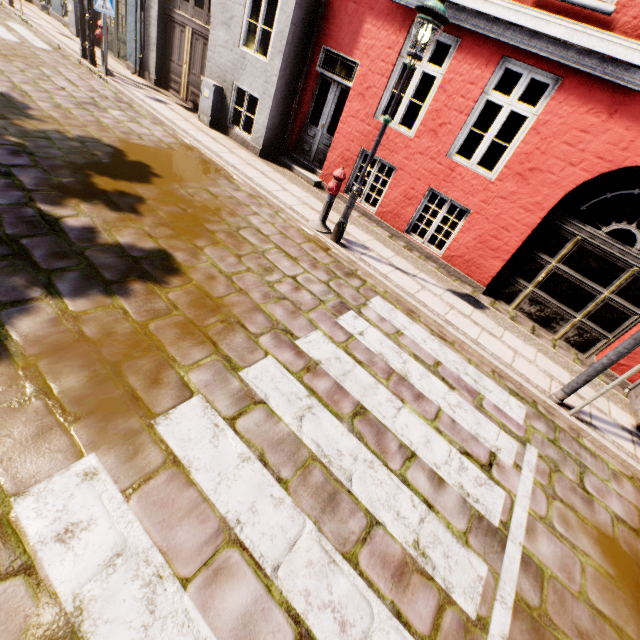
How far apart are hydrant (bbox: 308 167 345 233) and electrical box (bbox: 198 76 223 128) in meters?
5.2

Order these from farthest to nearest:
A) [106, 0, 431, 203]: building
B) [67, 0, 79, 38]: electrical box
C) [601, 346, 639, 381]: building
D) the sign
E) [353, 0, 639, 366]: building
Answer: [67, 0, 79, 38]: electrical box → the sign → [106, 0, 431, 203]: building → [601, 346, 639, 381]: building → [353, 0, 639, 366]: building

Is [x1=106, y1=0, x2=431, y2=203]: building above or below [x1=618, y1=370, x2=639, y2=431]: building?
above

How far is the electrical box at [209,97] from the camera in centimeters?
873cm

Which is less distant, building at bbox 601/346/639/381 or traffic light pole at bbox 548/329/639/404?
traffic light pole at bbox 548/329/639/404

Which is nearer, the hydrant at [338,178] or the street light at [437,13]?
the street light at [437,13]

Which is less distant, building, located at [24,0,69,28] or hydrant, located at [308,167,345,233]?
hydrant, located at [308,167,345,233]

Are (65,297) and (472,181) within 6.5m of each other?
no
